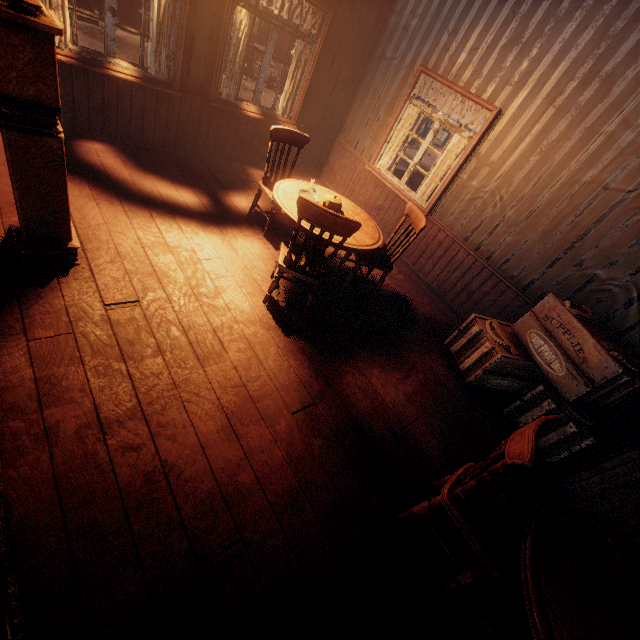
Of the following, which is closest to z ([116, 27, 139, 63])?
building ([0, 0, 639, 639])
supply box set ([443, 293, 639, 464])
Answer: building ([0, 0, 639, 639])

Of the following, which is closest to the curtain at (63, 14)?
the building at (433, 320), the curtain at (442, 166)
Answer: the building at (433, 320)

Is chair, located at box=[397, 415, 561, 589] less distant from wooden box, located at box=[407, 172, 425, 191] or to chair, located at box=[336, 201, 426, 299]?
chair, located at box=[336, 201, 426, 299]

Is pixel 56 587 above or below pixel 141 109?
below

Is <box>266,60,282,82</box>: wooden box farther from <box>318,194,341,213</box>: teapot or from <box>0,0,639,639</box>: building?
<box>318,194,341,213</box>: teapot

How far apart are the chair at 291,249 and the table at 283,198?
0.2 meters

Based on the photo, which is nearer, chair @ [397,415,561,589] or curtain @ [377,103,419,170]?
chair @ [397,415,561,589]

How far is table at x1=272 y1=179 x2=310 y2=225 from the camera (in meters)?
3.29
